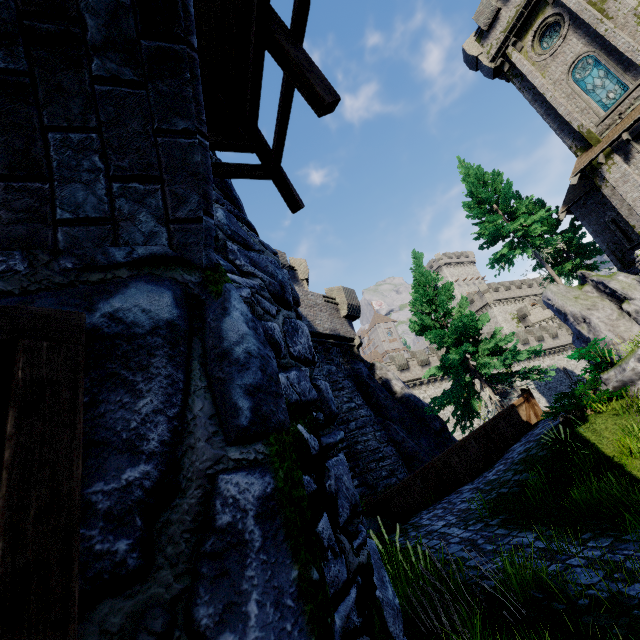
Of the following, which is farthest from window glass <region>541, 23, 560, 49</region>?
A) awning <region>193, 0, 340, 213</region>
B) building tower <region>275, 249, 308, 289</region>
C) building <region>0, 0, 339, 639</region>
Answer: awning <region>193, 0, 340, 213</region>

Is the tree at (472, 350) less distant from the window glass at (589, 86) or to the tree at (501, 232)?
the tree at (501, 232)

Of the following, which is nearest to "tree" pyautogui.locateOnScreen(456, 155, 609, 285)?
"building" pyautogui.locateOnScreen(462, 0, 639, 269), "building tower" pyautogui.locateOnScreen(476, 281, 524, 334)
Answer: "building" pyautogui.locateOnScreen(462, 0, 639, 269)

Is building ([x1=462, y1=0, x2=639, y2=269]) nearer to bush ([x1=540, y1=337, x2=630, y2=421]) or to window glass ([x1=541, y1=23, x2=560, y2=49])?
window glass ([x1=541, y1=23, x2=560, y2=49])

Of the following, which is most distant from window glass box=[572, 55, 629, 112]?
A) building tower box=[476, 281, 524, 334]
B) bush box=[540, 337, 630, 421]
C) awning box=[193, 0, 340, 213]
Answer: building tower box=[476, 281, 524, 334]

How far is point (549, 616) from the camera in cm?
351

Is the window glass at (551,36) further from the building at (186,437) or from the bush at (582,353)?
the building at (186,437)

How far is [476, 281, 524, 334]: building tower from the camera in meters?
56.5 m
